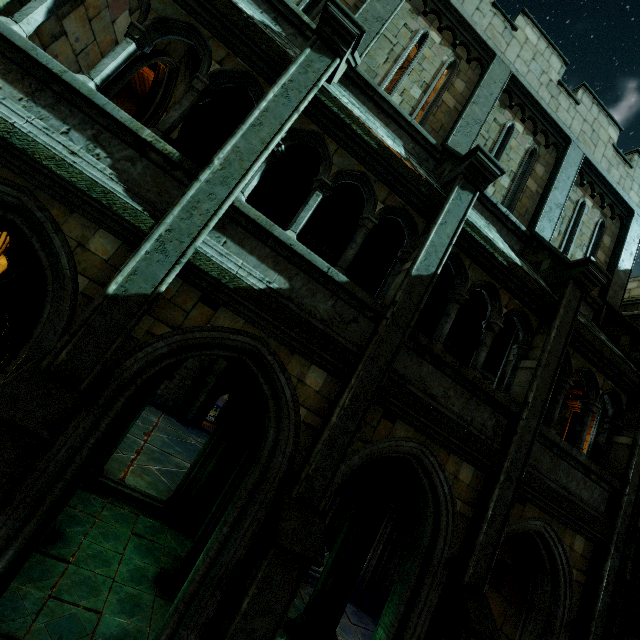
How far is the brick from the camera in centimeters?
755cm

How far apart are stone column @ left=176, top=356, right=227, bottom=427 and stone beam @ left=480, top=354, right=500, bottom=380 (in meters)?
12.64

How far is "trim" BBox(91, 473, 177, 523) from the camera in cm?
809

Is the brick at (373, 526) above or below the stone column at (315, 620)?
above

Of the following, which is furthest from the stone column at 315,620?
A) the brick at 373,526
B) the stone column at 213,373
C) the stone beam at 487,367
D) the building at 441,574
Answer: the stone column at 213,373

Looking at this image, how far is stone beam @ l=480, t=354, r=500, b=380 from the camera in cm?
1305

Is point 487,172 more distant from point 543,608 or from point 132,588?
point 132,588

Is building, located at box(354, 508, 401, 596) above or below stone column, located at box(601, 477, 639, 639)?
below
